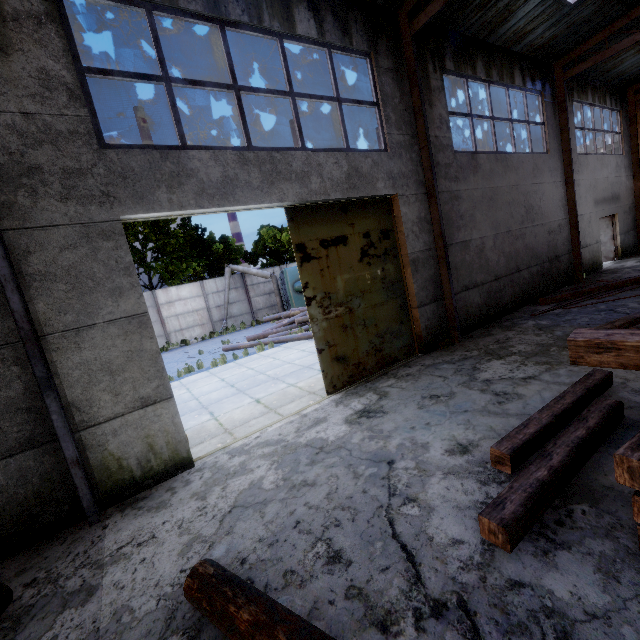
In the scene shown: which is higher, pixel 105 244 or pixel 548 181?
pixel 548 181

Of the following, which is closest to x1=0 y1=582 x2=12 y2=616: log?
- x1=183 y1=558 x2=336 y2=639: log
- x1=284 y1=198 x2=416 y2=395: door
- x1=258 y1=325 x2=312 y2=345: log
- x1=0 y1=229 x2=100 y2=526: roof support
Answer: x1=0 y1=229 x2=100 y2=526: roof support

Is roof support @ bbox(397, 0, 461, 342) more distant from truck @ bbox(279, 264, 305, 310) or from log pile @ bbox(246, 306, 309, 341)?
truck @ bbox(279, 264, 305, 310)

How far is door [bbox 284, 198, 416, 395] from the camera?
6.4m

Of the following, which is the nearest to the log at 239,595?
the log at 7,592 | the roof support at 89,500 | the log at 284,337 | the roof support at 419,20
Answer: the log at 7,592

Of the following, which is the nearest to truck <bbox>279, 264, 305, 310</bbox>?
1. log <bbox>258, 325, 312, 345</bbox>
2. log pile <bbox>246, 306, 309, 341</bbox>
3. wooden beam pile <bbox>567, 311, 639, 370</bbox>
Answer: log pile <bbox>246, 306, 309, 341</bbox>

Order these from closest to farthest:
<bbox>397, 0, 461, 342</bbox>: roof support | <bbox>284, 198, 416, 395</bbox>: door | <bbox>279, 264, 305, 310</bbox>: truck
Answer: <bbox>284, 198, 416, 395</bbox>: door
<bbox>397, 0, 461, 342</bbox>: roof support
<bbox>279, 264, 305, 310</bbox>: truck

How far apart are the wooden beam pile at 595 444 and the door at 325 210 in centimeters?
390cm
